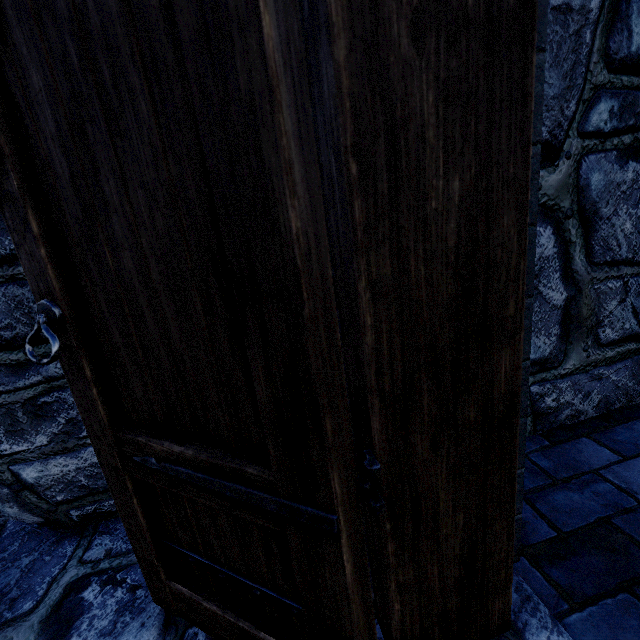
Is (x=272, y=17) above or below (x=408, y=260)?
above

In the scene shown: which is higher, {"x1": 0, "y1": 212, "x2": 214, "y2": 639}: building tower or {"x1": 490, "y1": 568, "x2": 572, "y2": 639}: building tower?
{"x1": 0, "y1": 212, "x2": 214, "y2": 639}: building tower

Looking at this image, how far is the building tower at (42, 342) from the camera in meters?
1.3

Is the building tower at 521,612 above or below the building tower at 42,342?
below

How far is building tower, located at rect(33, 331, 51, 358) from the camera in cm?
125
